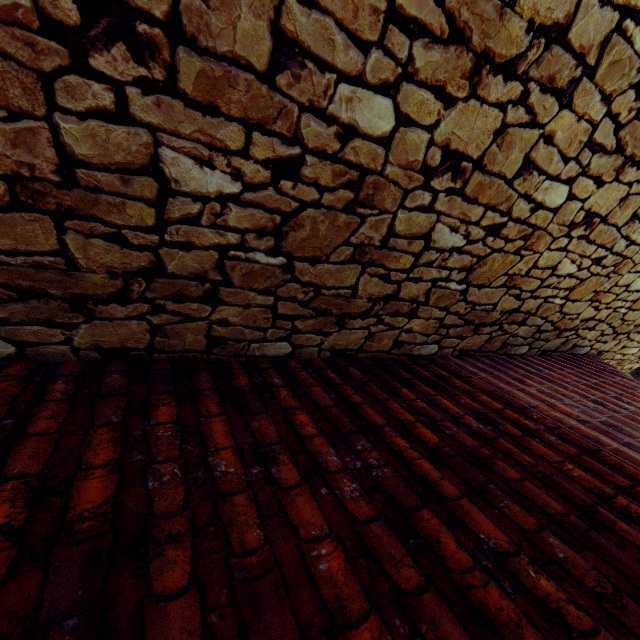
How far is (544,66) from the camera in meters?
1.2
